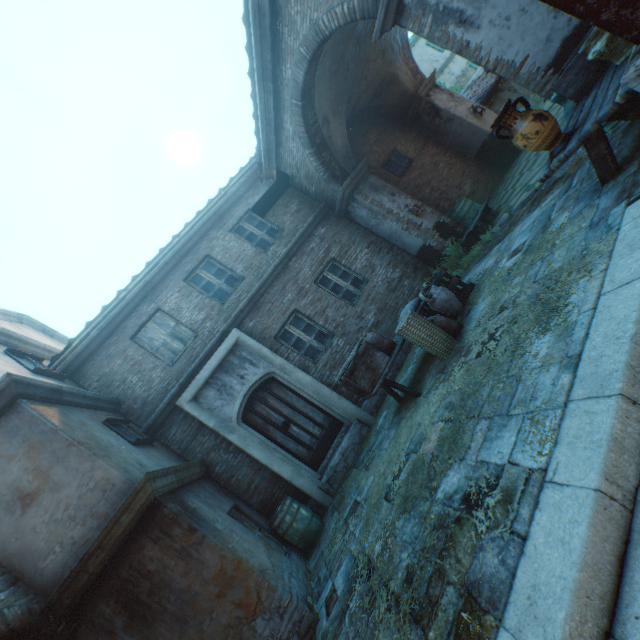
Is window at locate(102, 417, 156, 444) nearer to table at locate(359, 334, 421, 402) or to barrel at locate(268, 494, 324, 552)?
barrel at locate(268, 494, 324, 552)

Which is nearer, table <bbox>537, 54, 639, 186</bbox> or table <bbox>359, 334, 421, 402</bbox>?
table <bbox>537, 54, 639, 186</bbox>

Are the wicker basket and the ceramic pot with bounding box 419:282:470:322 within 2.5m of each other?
yes

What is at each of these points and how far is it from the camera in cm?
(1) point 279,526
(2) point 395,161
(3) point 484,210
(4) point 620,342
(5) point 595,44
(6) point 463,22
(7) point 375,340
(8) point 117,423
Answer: (1) barrel, 633
(2) window, 1101
(3) table, 826
(4) stairs, 219
(5) ceramic pot, 327
(6) building, 493
(7) burlap sack, 606
(8) window, 647

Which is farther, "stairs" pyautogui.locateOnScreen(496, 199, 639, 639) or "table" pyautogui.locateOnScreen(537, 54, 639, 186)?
"table" pyautogui.locateOnScreen(537, 54, 639, 186)

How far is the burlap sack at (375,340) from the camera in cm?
602

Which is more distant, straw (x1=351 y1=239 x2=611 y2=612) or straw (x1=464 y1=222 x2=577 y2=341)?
straw (x1=464 y1=222 x2=577 y2=341)

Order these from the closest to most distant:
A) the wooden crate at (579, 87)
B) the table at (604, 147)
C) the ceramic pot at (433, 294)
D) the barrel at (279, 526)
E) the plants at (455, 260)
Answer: the table at (604, 147), the wooden crate at (579, 87), the ceramic pot at (433, 294), the barrel at (279, 526), the plants at (455, 260)
